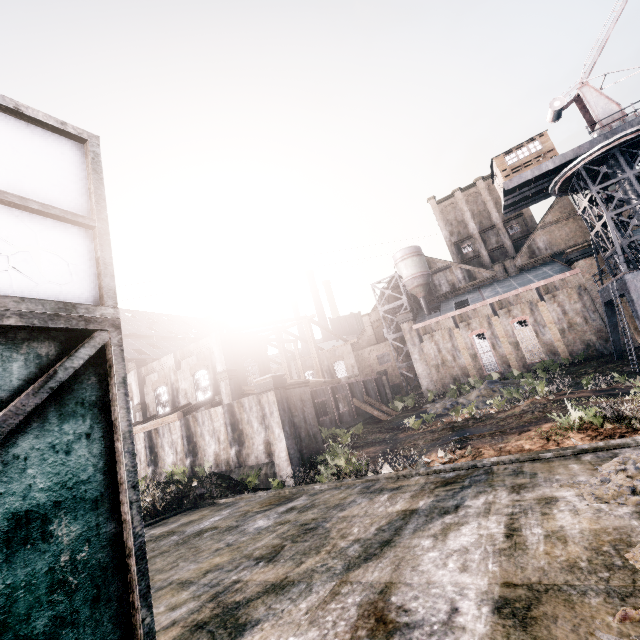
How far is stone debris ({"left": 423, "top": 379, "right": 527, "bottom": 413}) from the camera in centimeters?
2981cm

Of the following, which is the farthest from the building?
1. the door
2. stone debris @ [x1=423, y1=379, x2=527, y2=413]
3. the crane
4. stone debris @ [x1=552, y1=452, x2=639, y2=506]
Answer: the door

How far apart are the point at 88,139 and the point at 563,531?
8.4m

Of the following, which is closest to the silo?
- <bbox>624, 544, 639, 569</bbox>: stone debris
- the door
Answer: <bbox>624, 544, 639, 569</bbox>: stone debris

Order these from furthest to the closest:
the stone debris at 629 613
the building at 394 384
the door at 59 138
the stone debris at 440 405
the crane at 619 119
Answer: the stone debris at 440 405, the crane at 619 119, the building at 394 384, the stone debris at 629 613, the door at 59 138

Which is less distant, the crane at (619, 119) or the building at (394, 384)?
the building at (394, 384)

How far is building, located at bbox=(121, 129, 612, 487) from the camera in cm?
2120

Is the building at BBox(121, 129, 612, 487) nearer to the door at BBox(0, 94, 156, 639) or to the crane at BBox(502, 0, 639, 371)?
the crane at BBox(502, 0, 639, 371)
